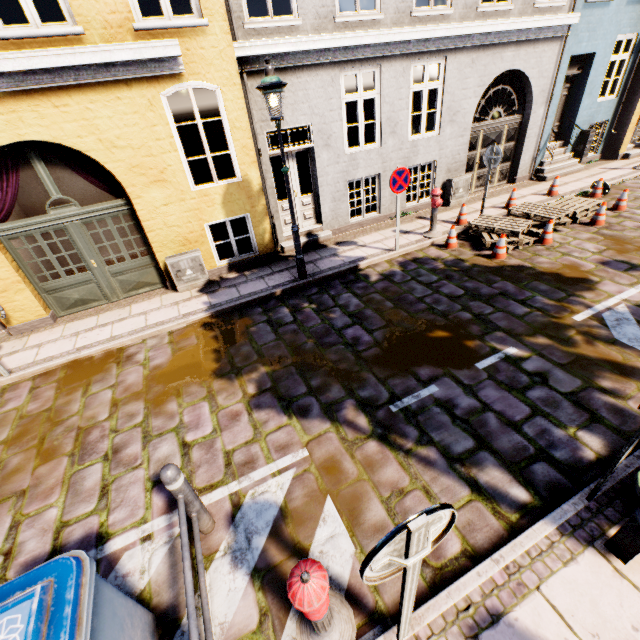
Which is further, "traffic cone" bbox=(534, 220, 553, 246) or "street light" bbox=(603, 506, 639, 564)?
"traffic cone" bbox=(534, 220, 553, 246)

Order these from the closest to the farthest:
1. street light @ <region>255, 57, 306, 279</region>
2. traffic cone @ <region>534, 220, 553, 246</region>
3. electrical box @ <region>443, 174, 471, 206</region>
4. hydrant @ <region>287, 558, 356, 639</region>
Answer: hydrant @ <region>287, 558, 356, 639</region>
street light @ <region>255, 57, 306, 279</region>
traffic cone @ <region>534, 220, 553, 246</region>
electrical box @ <region>443, 174, 471, 206</region>

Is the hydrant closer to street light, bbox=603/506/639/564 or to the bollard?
the bollard

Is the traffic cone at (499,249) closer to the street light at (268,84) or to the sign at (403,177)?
the sign at (403,177)

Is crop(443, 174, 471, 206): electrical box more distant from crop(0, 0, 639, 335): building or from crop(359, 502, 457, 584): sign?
crop(359, 502, 457, 584): sign

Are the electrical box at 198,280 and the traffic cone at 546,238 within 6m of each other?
no

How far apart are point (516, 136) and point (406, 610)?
13.4 meters

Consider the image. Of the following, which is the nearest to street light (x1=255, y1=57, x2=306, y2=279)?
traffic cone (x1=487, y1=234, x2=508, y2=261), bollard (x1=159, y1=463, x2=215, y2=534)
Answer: traffic cone (x1=487, y1=234, x2=508, y2=261)
